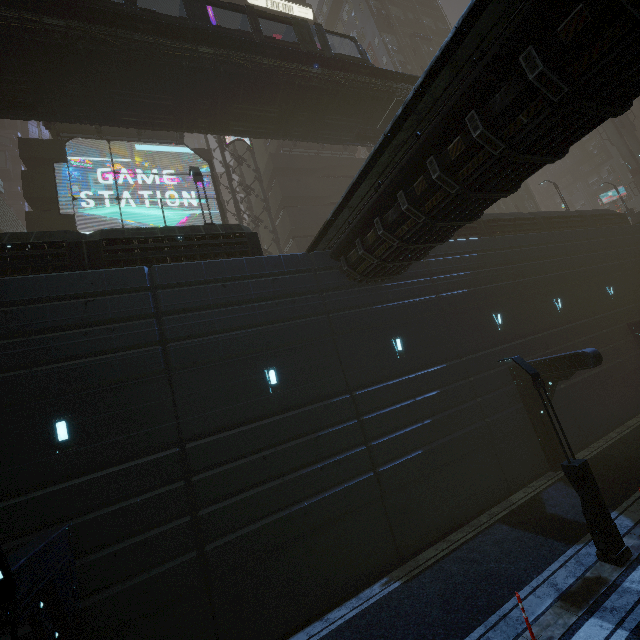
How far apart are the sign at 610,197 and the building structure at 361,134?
50.0 meters

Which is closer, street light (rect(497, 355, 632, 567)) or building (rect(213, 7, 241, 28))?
street light (rect(497, 355, 632, 567))

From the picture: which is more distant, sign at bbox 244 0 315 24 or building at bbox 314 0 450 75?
building at bbox 314 0 450 75

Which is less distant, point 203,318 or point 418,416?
point 203,318

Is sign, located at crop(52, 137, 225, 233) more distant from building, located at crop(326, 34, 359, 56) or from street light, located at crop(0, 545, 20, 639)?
street light, located at crop(0, 545, 20, 639)

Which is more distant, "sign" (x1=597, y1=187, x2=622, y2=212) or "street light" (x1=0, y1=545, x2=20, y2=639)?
"sign" (x1=597, y1=187, x2=622, y2=212)

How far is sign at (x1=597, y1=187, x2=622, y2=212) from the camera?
52.12m

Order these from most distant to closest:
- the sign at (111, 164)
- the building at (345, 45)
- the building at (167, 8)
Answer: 1. the building at (345, 45)
2. the building at (167, 8)
3. the sign at (111, 164)
